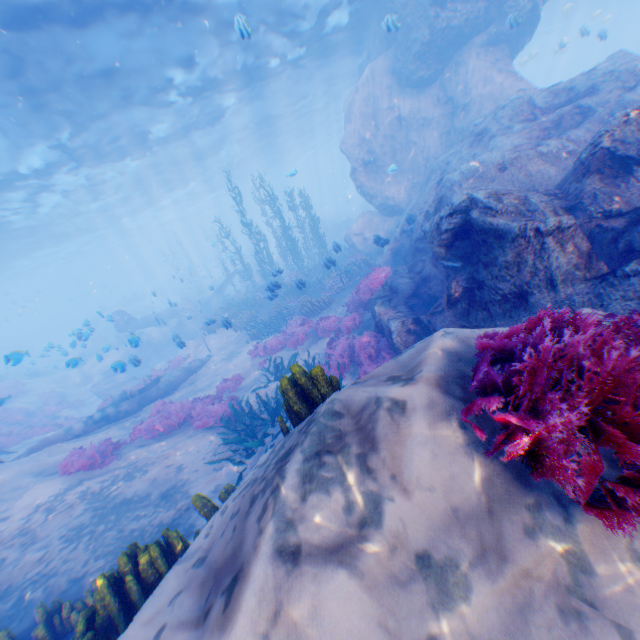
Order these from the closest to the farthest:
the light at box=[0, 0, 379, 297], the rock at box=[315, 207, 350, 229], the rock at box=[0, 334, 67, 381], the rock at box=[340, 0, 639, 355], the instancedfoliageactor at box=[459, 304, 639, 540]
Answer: the instancedfoliageactor at box=[459, 304, 639, 540], the rock at box=[340, 0, 639, 355], the rock at box=[0, 334, 67, 381], the light at box=[0, 0, 379, 297], the rock at box=[315, 207, 350, 229]

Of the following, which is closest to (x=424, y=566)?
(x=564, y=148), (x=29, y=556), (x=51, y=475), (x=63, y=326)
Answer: (x=29, y=556)

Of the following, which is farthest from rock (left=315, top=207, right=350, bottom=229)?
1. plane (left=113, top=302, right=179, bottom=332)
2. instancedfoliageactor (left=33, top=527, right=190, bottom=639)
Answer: instancedfoliageactor (left=33, top=527, right=190, bottom=639)

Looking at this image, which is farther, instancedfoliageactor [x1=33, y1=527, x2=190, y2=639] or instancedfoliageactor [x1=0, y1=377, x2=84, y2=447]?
instancedfoliageactor [x1=0, y1=377, x2=84, y2=447]

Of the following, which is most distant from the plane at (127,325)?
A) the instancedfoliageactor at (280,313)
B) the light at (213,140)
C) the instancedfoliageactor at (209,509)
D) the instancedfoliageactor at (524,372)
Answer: the instancedfoliageactor at (524,372)

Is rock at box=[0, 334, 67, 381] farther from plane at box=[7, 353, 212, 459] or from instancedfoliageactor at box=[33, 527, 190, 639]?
instancedfoliageactor at box=[33, 527, 190, 639]

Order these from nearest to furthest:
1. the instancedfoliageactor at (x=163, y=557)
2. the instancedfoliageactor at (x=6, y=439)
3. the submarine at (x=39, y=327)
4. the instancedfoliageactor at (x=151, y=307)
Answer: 1. the instancedfoliageactor at (x=163, y=557)
2. the instancedfoliageactor at (x=6, y=439)
3. the instancedfoliageactor at (x=151, y=307)
4. the submarine at (x=39, y=327)
